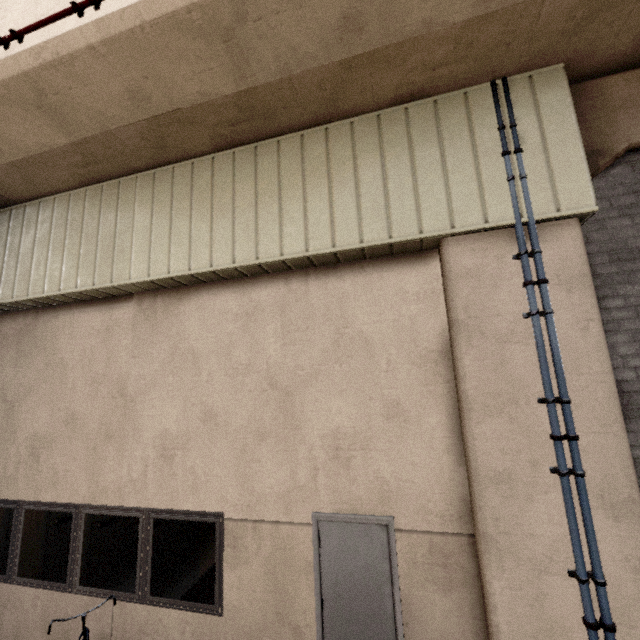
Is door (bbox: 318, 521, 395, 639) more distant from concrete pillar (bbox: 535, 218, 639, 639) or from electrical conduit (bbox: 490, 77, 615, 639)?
electrical conduit (bbox: 490, 77, 615, 639)

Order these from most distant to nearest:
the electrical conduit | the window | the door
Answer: the window < the door < the electrical conduit

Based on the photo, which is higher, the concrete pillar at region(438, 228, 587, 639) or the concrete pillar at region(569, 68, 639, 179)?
the concrete pillar at region(569, 68, 639, 179)

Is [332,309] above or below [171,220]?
below

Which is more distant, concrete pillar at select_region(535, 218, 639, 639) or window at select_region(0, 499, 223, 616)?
window at select_region(0, 499, 223, 616)

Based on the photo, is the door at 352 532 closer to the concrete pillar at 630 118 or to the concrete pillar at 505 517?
the concrete pillar at 505 517

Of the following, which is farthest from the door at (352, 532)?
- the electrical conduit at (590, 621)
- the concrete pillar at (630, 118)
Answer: the concrete pillar at (630, 118)
